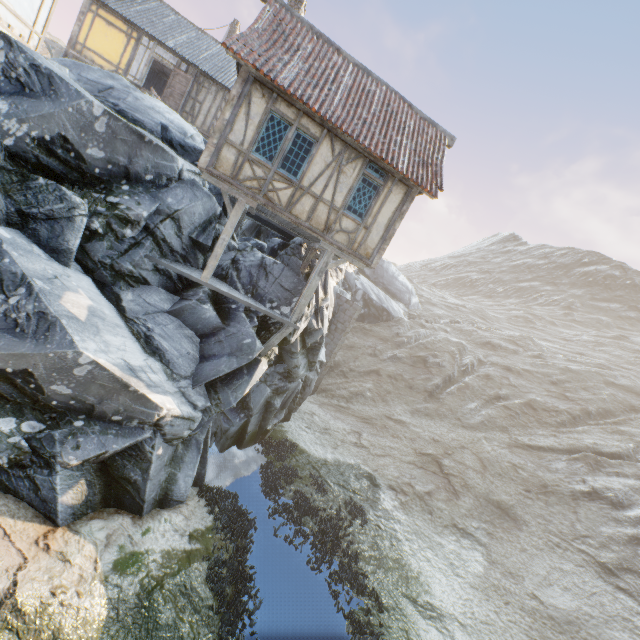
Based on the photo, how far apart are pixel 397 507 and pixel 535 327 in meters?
56.9

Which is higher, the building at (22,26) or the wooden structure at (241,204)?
the building at (22,26)

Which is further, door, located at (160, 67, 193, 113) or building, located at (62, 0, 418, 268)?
door, located at (160, 67, 193, 113)

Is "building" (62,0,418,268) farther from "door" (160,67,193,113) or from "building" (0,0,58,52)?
"door" (160,67,193,113)

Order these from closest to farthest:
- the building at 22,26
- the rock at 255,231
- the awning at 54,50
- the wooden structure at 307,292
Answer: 1. the building at 22,26
2. the wooden structure at 307,292
3. the rock at 255,231
4. the awning at 54,50

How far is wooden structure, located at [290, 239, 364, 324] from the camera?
11.0 meters

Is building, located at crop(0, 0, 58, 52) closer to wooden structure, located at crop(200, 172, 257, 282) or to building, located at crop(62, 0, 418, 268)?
building, located at crop(62, 0, 418, 268)

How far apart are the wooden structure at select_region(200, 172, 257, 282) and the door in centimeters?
1245cm
